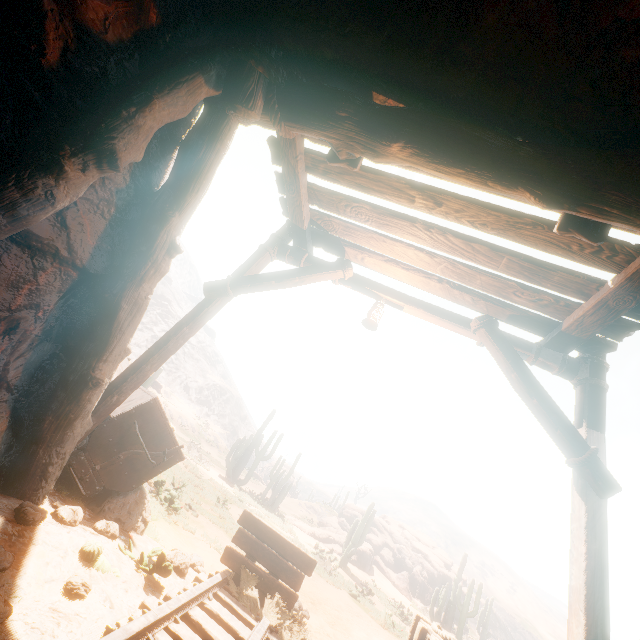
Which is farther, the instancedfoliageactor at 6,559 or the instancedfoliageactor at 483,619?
the instancedfoliageactor at 483,619

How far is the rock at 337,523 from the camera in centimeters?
2788cm

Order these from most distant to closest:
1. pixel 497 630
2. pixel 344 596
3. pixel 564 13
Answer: pixel 497 630, pixel 344 596, pixel 564 13

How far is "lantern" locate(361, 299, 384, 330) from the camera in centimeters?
442cm

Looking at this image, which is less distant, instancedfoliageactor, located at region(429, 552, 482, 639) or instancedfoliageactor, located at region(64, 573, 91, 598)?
instancedfoliageactor, located at region(64, 573, 91, 598)

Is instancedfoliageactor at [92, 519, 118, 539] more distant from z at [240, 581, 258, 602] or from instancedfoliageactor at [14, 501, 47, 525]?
instancedfoliageactor at [14, 501, 47, 525]

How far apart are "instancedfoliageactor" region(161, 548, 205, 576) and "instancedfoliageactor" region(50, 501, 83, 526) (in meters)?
1.33

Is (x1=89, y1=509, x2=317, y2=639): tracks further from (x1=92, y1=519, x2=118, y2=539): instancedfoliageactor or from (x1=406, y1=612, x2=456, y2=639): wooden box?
(x1=92, y1=519, x2=118, y2=539): instancedfoliageactor
